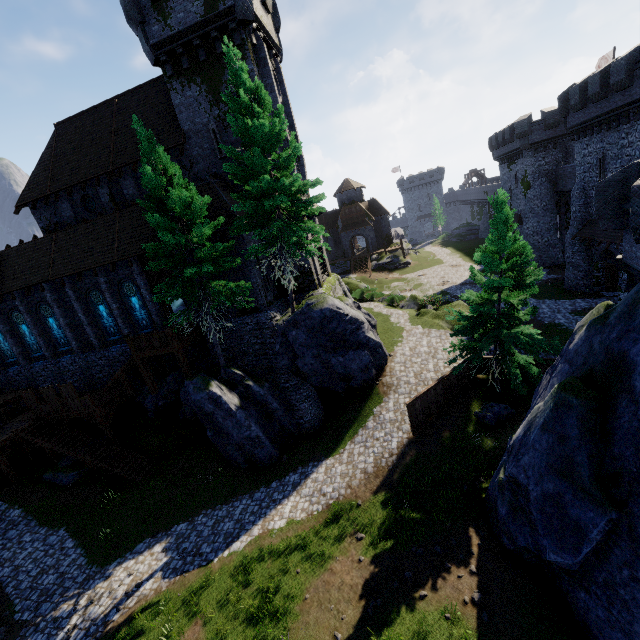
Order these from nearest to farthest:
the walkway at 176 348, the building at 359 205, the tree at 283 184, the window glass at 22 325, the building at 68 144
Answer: the tree at 283 184, the building at 68 144, the walkway at 176 348, the window glass at 22 325, the building at 359 205

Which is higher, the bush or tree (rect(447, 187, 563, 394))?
tree (rect(447, 187, 563, 394))

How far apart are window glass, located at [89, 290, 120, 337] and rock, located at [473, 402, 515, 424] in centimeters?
2456cm

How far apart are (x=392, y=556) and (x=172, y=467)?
15.4 meters

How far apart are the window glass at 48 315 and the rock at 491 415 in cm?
2930

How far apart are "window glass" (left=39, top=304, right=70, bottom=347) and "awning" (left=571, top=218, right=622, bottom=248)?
42.03m

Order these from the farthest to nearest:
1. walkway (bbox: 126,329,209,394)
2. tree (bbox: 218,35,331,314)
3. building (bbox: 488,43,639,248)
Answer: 1. building (bbox: 488,43,639,248)
2. walkway (bbox: 126,329,209,394)
3. tree (bbox: 218,35,331,314)

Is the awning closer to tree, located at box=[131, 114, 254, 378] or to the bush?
the bush
